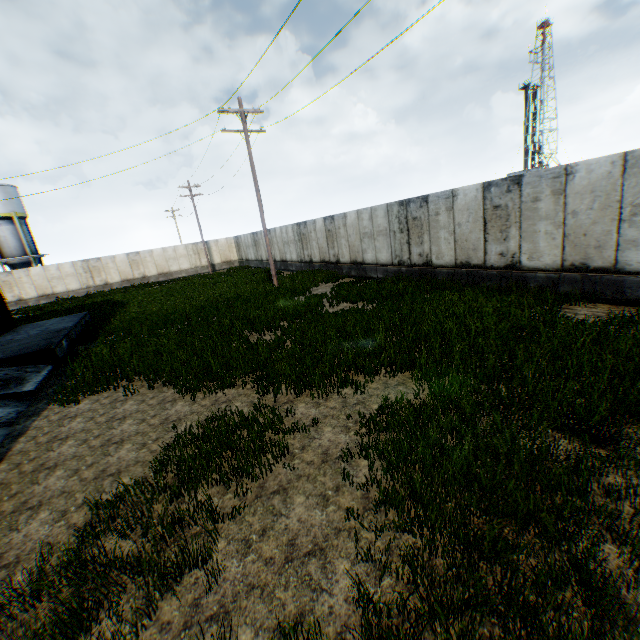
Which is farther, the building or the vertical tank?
the vertical tank

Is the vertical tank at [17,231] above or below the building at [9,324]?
above

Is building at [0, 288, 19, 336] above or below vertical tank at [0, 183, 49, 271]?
below

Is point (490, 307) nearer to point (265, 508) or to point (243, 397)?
point (243, 397)

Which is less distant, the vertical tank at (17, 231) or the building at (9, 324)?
the building at (9, 324)
